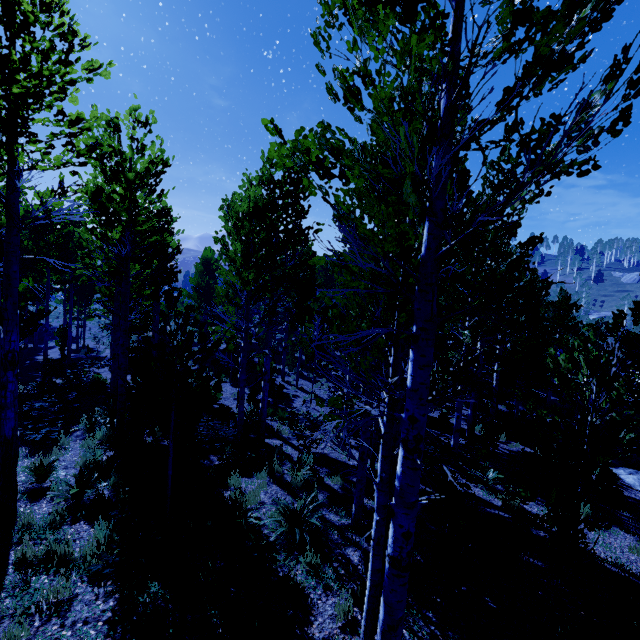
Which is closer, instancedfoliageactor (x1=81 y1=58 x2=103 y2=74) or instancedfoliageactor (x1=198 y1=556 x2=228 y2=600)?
instancedfoliageactor (x1=198 y1=556 x2=228 y2=600)

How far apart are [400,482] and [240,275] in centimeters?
718cm

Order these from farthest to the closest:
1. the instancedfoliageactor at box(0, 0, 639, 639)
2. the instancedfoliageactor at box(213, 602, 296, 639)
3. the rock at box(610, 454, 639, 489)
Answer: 1. the rock at box(610, 454, 639, 489)
2. the instancedfoliageactor at box(213, 602, 296, 639)
3. the instancedfoliageactor at box(0, 0, 639, 639)

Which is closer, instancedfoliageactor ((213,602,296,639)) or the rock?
instancedfoliageactor ((213,602,296,639))

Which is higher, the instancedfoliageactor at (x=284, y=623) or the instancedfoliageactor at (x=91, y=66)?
the instancedfoliageactor at (x=91, y=66)

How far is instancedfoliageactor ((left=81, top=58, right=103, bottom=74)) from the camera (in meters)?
5.38

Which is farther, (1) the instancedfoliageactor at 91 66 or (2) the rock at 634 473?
(2) the rock at 634 473
